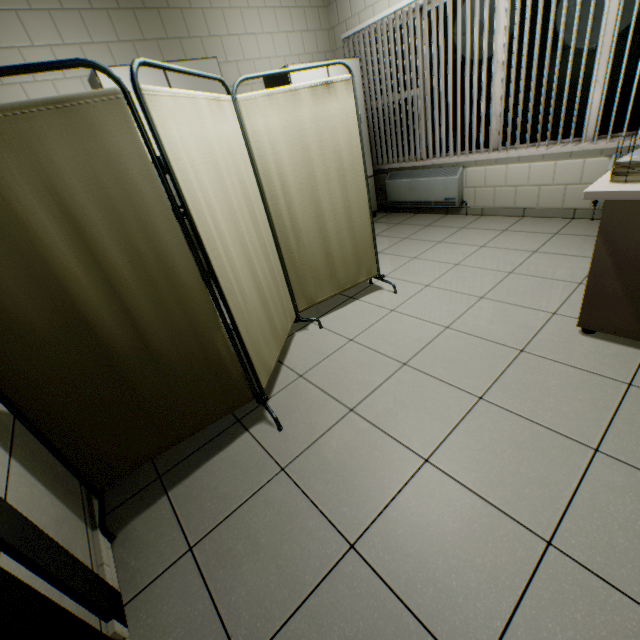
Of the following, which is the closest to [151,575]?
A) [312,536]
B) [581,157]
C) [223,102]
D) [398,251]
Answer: [312,536]

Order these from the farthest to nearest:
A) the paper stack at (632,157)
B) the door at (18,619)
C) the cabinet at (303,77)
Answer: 1. the cabinet at (303,77)
2. the paper stack at (632,157)
3. the door at (18,619)

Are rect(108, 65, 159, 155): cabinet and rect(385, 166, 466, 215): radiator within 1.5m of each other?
no

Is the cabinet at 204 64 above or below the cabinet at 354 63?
above

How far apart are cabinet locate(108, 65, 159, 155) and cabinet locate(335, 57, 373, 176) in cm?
75

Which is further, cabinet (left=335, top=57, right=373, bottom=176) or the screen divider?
cabinet (left=335, top=57, right=373, bottom=176)

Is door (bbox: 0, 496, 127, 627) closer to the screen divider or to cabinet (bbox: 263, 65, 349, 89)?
the screen divider
